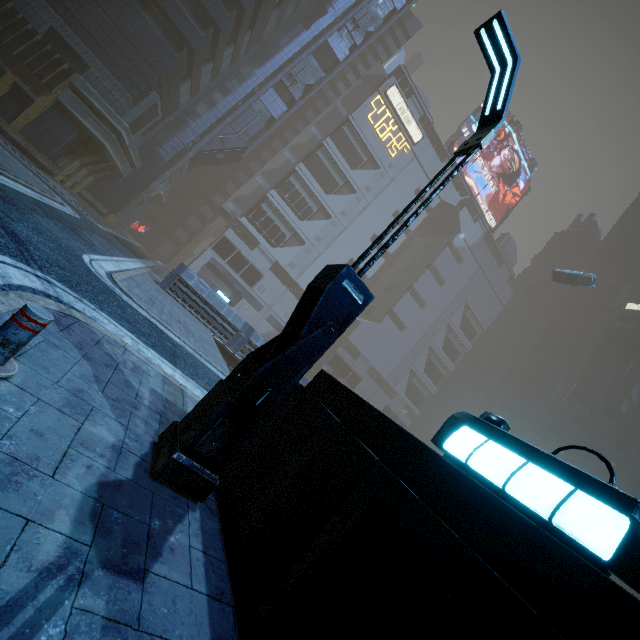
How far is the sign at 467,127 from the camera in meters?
57.2 m

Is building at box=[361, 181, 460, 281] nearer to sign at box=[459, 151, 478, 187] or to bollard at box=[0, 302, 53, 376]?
sign at box=[459, 151, 478, 187]

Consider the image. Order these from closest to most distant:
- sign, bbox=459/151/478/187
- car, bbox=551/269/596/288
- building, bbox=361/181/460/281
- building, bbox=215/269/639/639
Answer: building, bbox=215/269/639/639 → car, bbox=551/269/596/288 → building, bbox=361/181/460/281 → sign, bbox=459/151/478/187

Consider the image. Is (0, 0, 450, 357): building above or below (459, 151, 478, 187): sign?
below

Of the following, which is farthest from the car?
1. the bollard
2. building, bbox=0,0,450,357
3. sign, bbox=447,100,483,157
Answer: the bollard

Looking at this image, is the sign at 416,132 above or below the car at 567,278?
above

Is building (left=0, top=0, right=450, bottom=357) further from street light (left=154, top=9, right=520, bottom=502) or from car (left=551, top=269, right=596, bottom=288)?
car (left=551, top=269, right=596, bottom=288)

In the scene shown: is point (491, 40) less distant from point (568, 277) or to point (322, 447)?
point (322, 447)
